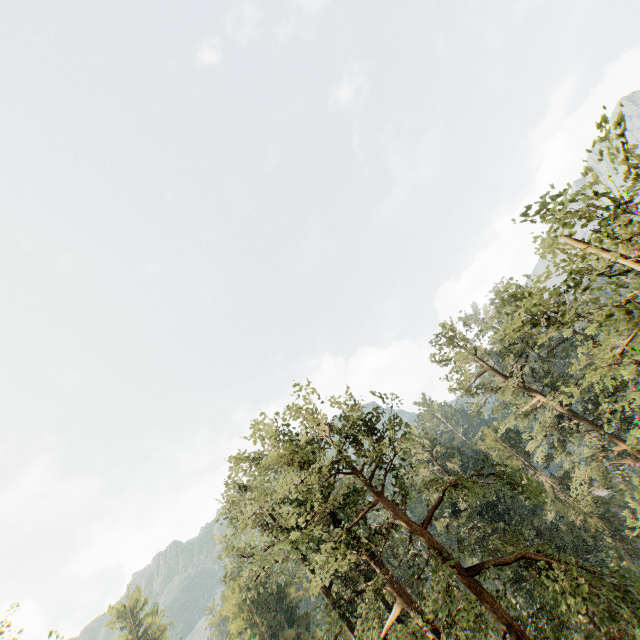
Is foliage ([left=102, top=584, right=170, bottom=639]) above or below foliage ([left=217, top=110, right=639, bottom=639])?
above

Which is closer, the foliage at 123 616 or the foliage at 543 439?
the foliage at 543 439

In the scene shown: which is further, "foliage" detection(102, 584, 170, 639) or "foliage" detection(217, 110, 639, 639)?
"foliage" detection(102, 584, 170, 639)

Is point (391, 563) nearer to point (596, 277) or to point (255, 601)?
point (255, 601)

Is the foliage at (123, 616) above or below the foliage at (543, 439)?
above
